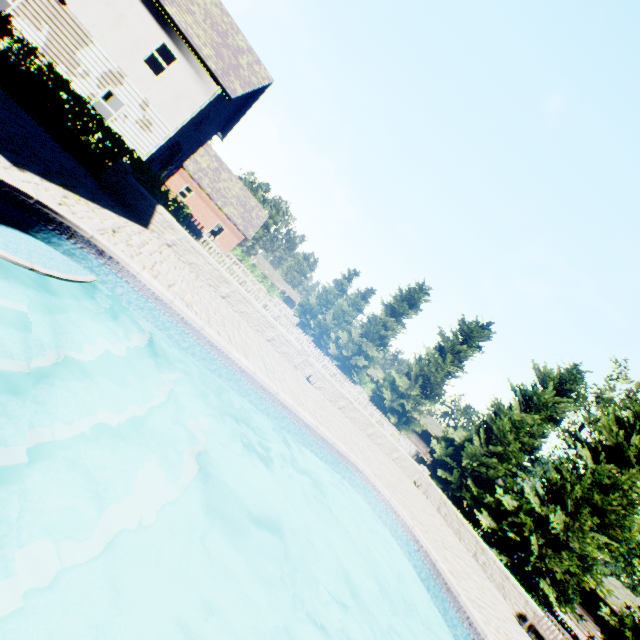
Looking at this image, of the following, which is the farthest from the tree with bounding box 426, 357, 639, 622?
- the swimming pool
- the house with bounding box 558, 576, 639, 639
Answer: the swimming pool

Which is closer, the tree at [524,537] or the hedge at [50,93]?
the hedge at [50,93]

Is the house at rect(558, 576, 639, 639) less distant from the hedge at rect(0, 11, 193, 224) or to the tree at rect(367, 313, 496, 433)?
the tree at rect(367, 313, 496, 433)

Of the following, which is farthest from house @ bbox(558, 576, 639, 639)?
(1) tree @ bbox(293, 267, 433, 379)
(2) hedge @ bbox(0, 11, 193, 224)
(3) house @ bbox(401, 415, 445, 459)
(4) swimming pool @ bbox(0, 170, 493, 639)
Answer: (2) hedge @ bbox(0, 11, 193, 224)

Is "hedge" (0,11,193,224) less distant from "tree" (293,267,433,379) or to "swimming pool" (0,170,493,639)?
"swimming pool" (0,170,493,639)

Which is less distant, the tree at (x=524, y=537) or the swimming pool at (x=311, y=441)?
the swimming pool at (x=311, y=441)

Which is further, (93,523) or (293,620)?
(293,620)

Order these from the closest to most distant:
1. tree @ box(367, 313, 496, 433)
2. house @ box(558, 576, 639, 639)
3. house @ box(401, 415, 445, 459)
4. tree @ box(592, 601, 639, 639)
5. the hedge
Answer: the hedge → tree @ box(592, 601, 639, 639) → tree @ box(367, 313, 496, 433) → house @ box(558, 576, 639, 639) → house @ box(401, 415, 445, 459)
